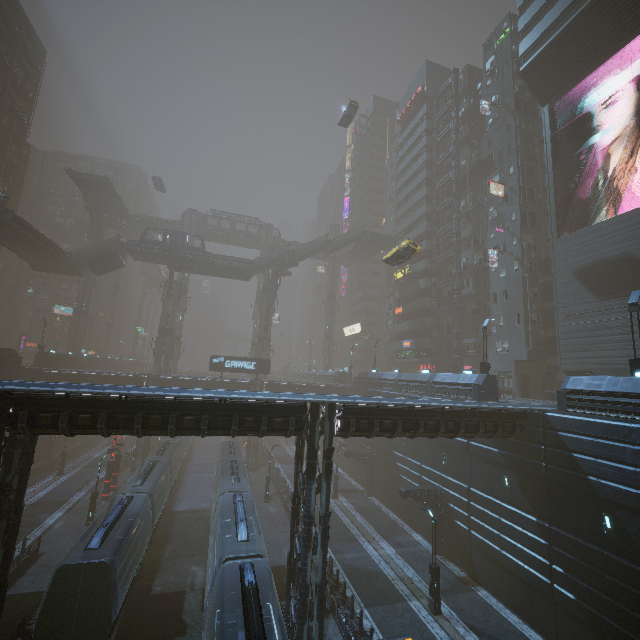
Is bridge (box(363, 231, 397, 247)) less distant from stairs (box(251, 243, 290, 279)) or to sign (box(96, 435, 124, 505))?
stairs (box(251, 243, 290, 279))

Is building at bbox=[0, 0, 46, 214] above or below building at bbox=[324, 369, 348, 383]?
above

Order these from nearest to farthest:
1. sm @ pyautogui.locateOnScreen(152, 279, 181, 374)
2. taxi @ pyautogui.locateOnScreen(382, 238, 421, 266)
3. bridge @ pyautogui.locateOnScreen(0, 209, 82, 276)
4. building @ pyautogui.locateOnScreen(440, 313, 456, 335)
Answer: taxi @ pyautogui.locateOnScreen(382, 238, 421, 266)
bridge @ pyautogui.locateOnScreen(0, 209, 82, 276)
building @ pyautogui.locateOnScreen(440, 313, 456, 335)
sm @ pyautogui.locateOnScreen(152, 279, 181, 374)

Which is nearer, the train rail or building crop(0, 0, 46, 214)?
the train rail

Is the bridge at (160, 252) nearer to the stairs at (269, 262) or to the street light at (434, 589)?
the stairs at (269, 262)

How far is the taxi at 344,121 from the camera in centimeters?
4194cm

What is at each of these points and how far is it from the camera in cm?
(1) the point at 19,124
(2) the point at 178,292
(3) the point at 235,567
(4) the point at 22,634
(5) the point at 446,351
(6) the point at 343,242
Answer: (1) building, 4534
(2) sm, 5266
(3) train, 1430
(4) building, 1466
(5) building, 4634
(6) stairs, 5647

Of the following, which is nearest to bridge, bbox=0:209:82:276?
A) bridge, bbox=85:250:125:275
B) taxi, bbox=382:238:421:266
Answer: bridge, bbox=85:250:125:275
